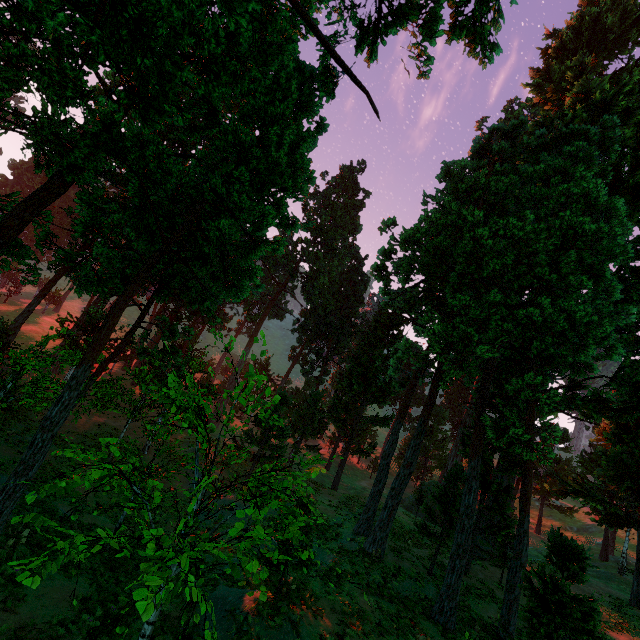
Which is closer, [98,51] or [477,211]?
[98,51]
